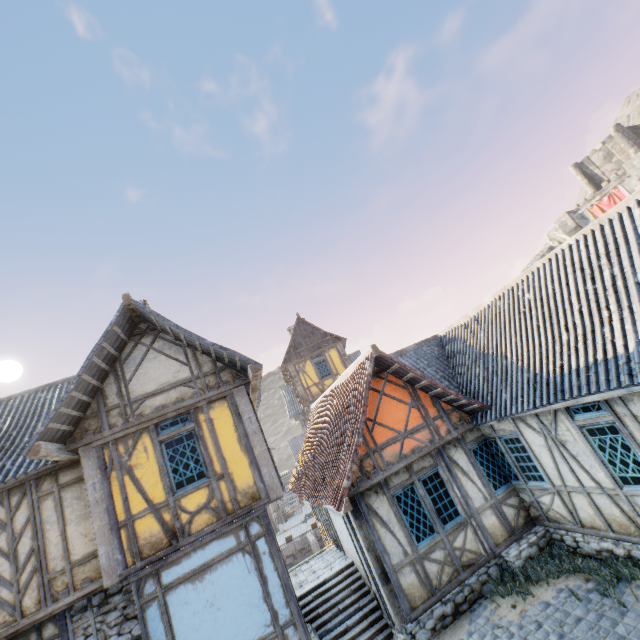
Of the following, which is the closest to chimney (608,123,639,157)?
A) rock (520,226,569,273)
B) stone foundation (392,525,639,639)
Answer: rock (520,226,569,273)

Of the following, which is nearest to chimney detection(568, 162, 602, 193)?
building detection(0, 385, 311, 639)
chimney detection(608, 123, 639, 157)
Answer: chimney detection(608, 123, 639, 157)

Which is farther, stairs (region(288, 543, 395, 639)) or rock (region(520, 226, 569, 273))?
rock (region(520, 226, 569, 273))

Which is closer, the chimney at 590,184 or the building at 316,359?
the building at 316,359

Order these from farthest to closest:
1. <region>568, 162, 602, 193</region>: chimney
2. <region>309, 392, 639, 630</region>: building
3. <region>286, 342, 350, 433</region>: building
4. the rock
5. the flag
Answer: the rock < <region>568, 162, 602, 193</region>: chimney < the flag < <region>286, 342, 350, 433</region>: building < <region>309, 392, 639, 630</region>: building

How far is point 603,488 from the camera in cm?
674

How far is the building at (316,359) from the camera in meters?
21.3

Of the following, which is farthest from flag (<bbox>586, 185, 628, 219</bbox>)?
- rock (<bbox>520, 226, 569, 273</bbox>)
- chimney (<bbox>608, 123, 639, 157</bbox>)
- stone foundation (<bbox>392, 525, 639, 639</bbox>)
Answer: stone foundation (<bbox>392, 525, 639, 639</bbox>)
